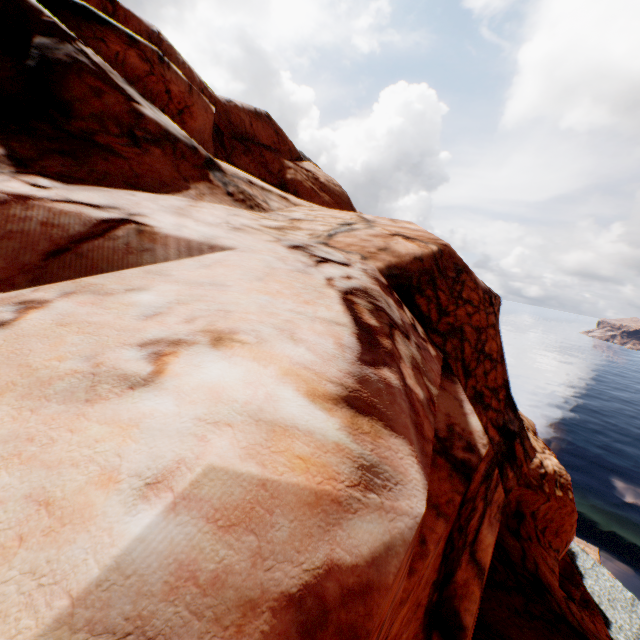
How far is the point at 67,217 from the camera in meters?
4.5 m
